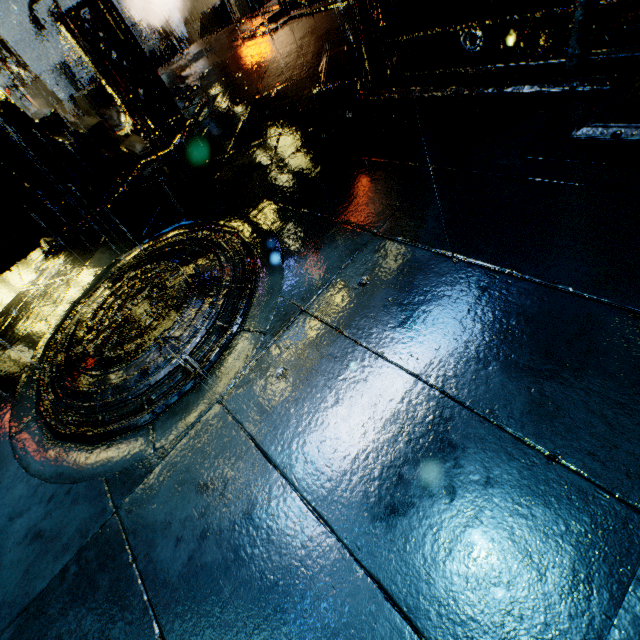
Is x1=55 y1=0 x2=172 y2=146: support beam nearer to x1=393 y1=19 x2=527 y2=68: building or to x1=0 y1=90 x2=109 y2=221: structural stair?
x1=393 y1=19 x2=527 y2=68: building

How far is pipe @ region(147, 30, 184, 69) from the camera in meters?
20.2

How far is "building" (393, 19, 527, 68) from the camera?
12.56m

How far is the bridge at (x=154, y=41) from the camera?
23.3m

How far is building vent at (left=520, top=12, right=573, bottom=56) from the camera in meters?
8.5 m

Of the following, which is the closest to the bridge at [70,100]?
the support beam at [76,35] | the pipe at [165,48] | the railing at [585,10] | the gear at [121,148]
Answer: the pipe at [165,48]

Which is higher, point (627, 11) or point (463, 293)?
point (463, 293)

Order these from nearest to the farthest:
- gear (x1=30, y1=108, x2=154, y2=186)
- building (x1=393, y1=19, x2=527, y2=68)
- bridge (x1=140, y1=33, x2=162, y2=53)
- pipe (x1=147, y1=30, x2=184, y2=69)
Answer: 1. gear (x1=30, y1=108, x2=154, y2=186)
2. building (x1=393, y1=19, x2=527, y2=68)
3. pipe (x1=147, y1=30, x2=184, y2=69)
4. bridge (x1=140, y1=33, x2=162, y2=53)
